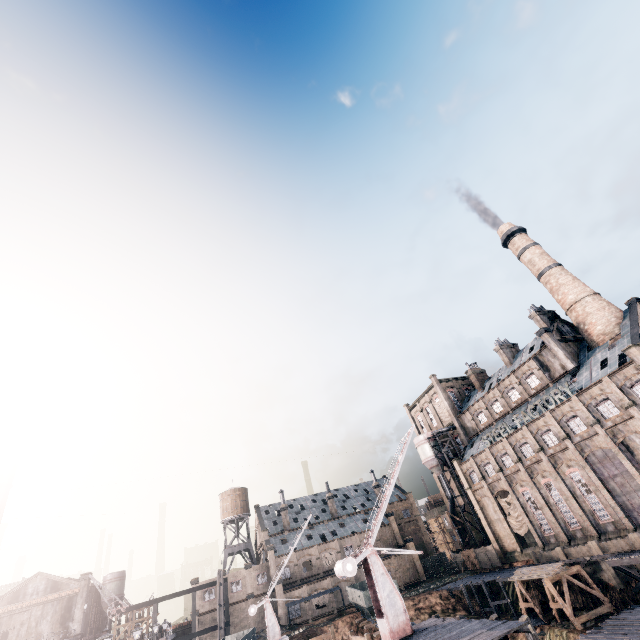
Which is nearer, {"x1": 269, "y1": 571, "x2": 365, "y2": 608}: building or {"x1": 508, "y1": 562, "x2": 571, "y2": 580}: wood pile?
{"x1": 508, "y1": 562, "x2": 571, "y2": 580}: wood pile

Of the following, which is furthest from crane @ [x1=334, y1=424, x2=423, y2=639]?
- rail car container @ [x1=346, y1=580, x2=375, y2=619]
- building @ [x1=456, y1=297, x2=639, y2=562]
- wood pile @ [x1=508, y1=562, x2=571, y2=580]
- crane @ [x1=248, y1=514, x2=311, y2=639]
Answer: rail car container @ [x1=346, y1=580, x2=375, y2=619]

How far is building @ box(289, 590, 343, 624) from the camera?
53.9 meters

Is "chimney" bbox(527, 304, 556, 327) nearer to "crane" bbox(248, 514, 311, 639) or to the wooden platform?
the wooden platform

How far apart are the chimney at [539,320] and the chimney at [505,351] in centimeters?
755cm

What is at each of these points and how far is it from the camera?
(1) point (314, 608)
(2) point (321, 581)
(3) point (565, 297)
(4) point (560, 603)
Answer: Answer:
(1) building, 55.0m
(2) building, 57.6m
(3) chimney, 47.6m
(4) wooden support structure, 32.9m

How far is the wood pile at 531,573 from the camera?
34.6m

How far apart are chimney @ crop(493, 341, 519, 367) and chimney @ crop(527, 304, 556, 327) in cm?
755
